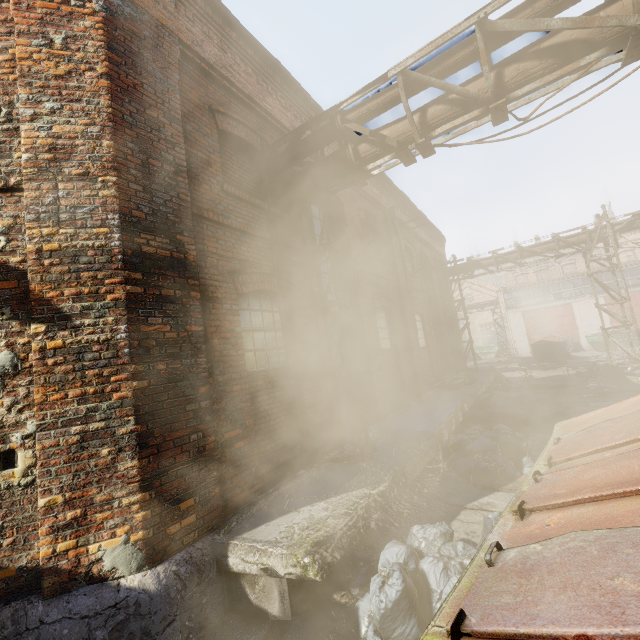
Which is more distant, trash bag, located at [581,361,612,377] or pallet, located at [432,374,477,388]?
trash bag, located at [581,361,612,377]

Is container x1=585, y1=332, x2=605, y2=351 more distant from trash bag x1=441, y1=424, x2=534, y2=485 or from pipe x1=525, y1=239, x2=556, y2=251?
trash bag x1=441, y1=424, x2=534, y2=485

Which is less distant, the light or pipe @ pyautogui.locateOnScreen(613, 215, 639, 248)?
the light

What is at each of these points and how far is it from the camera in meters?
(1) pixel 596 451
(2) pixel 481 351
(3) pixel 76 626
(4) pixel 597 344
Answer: (1) trash container, 2.8
(2) container, 35.8
(3) building, 2.6
(4) container, 24.5

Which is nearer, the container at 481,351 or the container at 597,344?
the container at 597,344

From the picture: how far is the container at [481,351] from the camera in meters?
34.5 m

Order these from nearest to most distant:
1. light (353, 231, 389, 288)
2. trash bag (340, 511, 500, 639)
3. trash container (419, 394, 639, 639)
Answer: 1. trash container (419, 394, 639, 639)
2. trash bag (340, 511, 500, 639)
3. light (353, 231, 389, 288)

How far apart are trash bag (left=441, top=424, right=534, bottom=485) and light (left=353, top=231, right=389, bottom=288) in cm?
403
